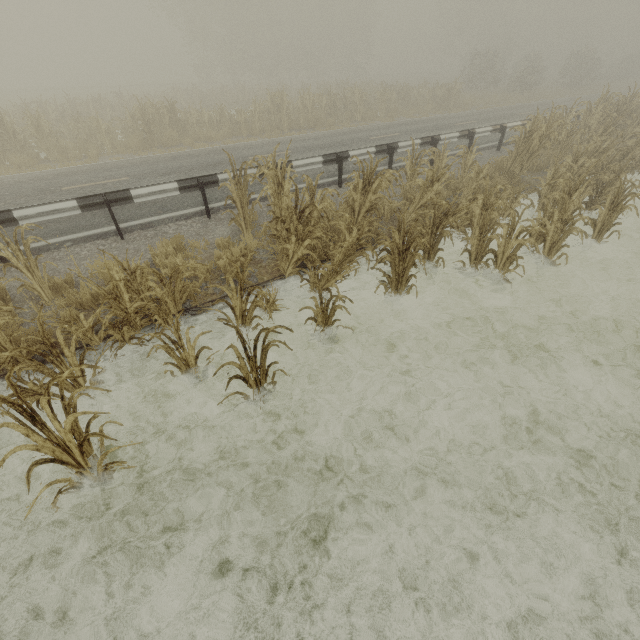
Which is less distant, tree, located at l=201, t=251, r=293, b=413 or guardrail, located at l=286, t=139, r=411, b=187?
tree, located at l=201, t=251, r=293, b=413

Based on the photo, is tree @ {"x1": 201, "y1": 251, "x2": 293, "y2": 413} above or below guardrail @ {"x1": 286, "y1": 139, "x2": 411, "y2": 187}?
below

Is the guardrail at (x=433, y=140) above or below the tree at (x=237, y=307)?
above

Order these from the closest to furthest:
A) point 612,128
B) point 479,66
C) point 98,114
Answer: point 612,128
point 98,114
point 479,66

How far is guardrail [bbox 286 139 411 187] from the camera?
8.8m

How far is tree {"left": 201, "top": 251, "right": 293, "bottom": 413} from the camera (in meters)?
3.67

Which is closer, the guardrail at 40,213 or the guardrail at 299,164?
the guardrail at 40,213
